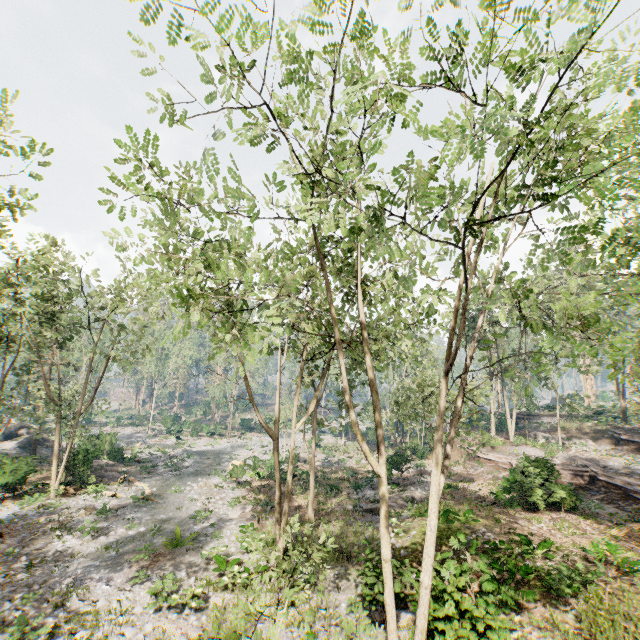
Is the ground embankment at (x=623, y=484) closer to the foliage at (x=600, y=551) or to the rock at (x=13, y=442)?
the foliage at (x=600, y=551)

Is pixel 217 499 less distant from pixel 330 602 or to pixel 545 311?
pixel 330 602

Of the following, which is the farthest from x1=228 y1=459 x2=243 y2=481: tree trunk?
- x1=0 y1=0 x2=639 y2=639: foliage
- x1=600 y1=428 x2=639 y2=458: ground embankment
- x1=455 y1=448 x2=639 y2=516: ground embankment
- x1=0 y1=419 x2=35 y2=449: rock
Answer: x1=600 y1=428 x2=639 y2=458: ground embankment

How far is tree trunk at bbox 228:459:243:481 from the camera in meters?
28.1 m

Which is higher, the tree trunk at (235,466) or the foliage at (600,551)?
the foliage at (600,551)

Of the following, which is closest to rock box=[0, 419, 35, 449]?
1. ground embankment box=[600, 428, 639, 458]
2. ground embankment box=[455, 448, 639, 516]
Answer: ground embankment box=[455, 448, 639, 516]

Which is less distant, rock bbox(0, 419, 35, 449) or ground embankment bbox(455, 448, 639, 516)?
ground embankment bbox(455, 448, 639, 516)

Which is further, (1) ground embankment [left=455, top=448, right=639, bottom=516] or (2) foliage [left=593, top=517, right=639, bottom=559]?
(1) ground embankment [left=455, top=448, right=639, bottom=516]
